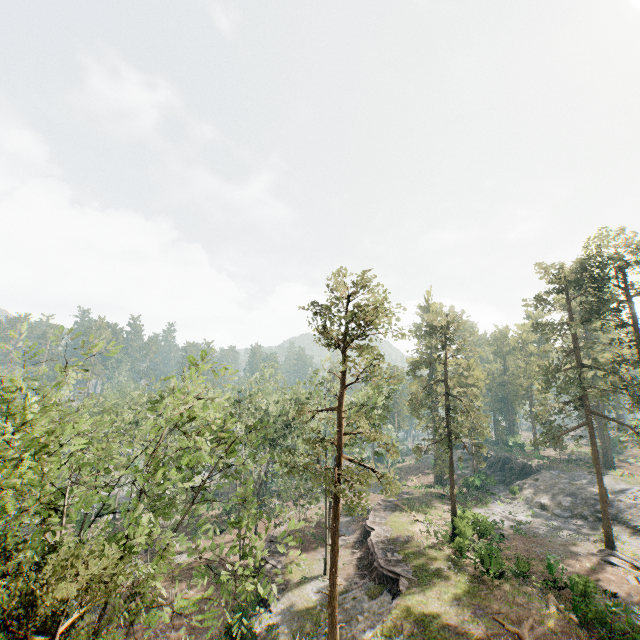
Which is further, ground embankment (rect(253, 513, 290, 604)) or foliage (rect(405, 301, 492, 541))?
foliage (rect(405, 301, 492, 541))

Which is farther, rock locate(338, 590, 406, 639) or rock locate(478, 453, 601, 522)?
rock locate(478, 453, 601, 522)

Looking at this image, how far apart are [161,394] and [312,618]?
22.93m

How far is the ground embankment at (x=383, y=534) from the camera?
26.17m

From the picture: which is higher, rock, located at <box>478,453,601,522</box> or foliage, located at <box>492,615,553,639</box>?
rock, located at <box>478,453,601,522</box>

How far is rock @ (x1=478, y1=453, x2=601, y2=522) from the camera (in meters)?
39.00

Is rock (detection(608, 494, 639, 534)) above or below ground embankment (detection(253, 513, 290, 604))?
above

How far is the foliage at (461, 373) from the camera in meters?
32.8
